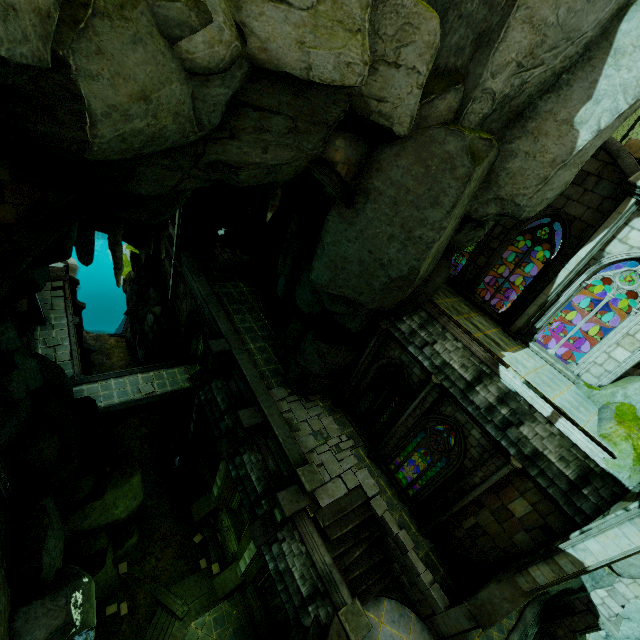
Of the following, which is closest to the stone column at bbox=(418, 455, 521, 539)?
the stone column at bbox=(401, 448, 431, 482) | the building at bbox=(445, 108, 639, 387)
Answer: the building at bbox=(445, 108, 639, 387)

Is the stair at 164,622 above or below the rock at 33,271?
below

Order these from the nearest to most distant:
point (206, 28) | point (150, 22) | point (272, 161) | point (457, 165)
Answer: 1. point (150, 22)
2. point (206, 28)
3. point (272, 161)
4. point (457, 165)

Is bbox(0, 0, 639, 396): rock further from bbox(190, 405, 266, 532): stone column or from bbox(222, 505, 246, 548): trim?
bbox(222, 505, 246, 548): trim

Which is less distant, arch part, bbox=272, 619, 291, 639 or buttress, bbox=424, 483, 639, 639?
buttress, bbox=424, 483, 639, 639

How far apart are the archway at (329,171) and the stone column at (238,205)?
18.5m

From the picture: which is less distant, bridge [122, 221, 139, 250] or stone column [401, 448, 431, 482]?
stone column [401, 448, 431, 482]

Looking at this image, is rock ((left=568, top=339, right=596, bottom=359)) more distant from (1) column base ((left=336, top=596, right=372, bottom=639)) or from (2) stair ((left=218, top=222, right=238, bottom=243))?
(2) stair ((left=218, top=222, right=238, bottom=243))
